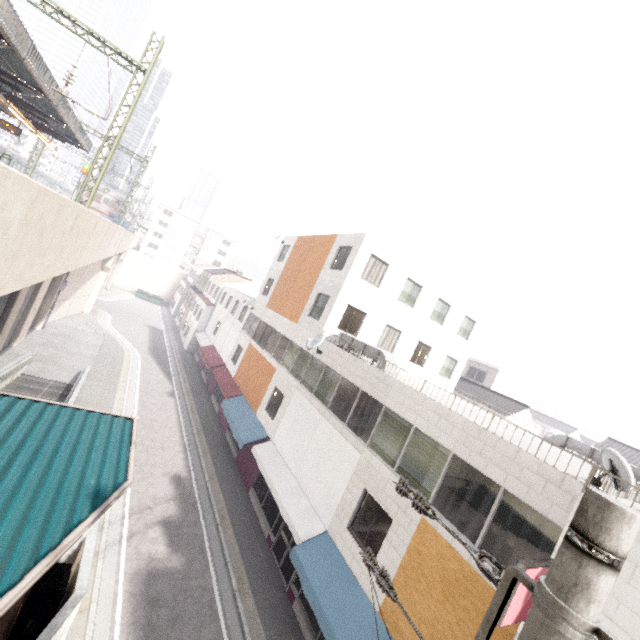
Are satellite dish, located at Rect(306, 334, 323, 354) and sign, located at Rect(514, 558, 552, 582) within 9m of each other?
no

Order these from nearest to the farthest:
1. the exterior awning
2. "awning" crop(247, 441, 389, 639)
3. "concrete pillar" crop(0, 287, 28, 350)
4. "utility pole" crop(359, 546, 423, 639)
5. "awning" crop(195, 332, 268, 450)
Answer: "utility pole" crop(359, 546, 423, 639)
the exterior awning
"awning" crop(247, 441, 389, 639)
"concrete pillar" crop(0, 287, 28, 350)
"awning" crop(195, 332, 268, 450)

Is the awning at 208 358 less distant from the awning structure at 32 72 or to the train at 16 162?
the awning structure at 32 72

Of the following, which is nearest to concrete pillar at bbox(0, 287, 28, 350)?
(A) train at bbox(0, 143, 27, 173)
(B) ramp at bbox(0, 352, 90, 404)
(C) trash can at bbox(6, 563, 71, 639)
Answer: (B) ramp at bbox(0, 352, 90, 404)

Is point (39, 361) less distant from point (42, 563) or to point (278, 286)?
point (278, 286)

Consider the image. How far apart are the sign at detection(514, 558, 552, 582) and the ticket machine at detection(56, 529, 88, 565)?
7.9m

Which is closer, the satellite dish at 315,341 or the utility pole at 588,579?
the utility pole at 588,579

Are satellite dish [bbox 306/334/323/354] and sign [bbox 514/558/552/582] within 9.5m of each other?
no
